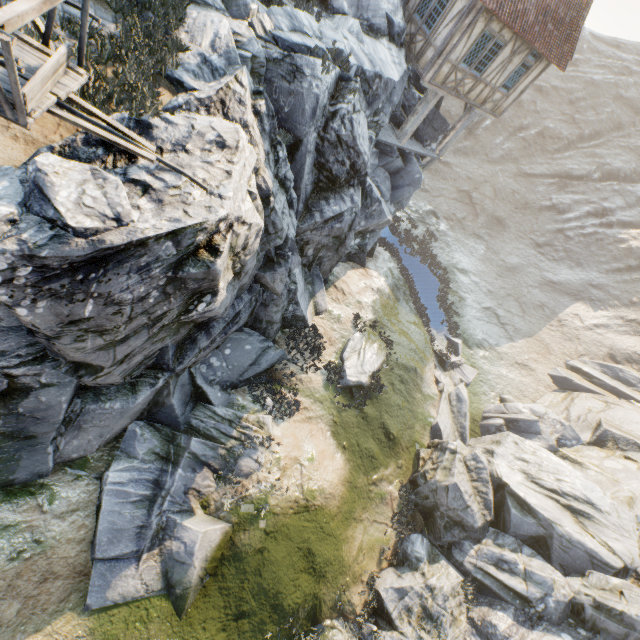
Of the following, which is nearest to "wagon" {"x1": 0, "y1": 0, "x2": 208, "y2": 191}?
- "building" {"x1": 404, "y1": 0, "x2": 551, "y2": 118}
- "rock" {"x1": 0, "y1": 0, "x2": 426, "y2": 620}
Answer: "rock" {"x1": 0, "y1": 0, "x2": 426, "y2": 620}

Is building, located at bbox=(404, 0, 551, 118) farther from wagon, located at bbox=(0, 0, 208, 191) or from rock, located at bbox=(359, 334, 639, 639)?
wagon, located at bbox=(0, 0, 208, 191)

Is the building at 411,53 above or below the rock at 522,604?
above

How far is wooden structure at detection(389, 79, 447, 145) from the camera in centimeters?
1509cm

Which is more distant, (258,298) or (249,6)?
(258,298)

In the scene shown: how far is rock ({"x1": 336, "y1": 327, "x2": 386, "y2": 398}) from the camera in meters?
14.4

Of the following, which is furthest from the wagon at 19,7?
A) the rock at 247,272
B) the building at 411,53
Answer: the building at 411,53

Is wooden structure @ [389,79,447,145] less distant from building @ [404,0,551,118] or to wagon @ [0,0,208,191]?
building @ [404,0,551,118]
